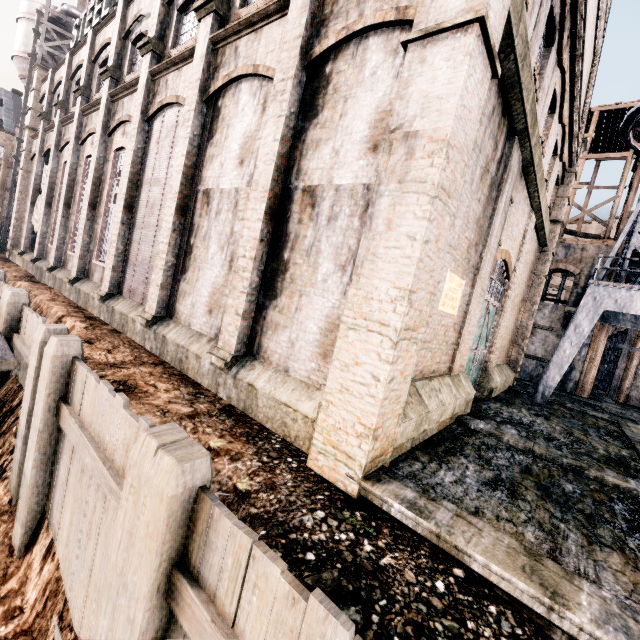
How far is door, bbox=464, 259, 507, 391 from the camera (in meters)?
12.90

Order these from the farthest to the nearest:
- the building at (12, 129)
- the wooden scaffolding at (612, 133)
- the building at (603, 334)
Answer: the building at (12, 129)
the wooden scaffolding at (612, 133)
the building at (603, 334)

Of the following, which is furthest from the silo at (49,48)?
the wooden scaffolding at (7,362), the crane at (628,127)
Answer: the crane at (628,127)

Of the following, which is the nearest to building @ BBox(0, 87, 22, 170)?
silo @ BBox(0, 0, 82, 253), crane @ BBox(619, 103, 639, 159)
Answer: silo @ BBox(0, 0, 82, 253)

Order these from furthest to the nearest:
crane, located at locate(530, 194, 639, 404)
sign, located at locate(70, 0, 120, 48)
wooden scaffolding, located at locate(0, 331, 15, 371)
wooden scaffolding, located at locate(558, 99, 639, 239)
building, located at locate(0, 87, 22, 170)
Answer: building, located at locate(0, 87, 22, 170)
wooden scaffolding, located at locate(558, 99, 639, 239)
sign, located at locate(70, 0, 120, 48)
crane, located at locate(530, 194, 639, 404)
wooden scaffolding, located at locate(0, 331, 15, 371)

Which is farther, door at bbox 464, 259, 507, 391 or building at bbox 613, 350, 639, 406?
building at bbox 613, 350, 639, 406

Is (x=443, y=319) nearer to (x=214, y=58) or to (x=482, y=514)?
(x=482, y=514)

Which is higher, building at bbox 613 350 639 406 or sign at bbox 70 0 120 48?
sign at bbox 70 0 120 48
